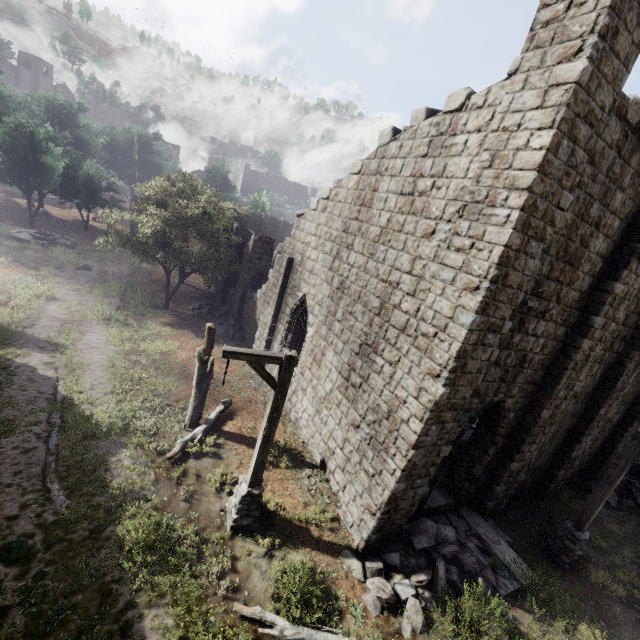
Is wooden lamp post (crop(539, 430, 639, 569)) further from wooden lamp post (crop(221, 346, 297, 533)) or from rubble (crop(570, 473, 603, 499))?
wooden lamp post (crop(221, 346, 297, 533))

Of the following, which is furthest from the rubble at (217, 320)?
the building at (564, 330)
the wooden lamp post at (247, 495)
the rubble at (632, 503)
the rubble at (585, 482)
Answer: the rubble at (632, 503)

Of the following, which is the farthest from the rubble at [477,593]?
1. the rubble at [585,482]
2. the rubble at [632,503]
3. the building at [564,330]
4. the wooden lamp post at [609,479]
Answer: the rubble at [632,503]

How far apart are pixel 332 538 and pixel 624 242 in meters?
10.8 m

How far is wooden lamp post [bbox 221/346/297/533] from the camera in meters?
6.5

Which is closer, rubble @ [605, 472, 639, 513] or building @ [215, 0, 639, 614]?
building @ [215, 0, 639, 614]

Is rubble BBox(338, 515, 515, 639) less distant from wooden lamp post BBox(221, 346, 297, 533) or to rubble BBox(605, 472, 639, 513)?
wooden lamp post BBox(221, 346, 297, 533)

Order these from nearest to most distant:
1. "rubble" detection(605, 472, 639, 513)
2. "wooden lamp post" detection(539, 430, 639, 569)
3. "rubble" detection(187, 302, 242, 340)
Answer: "wooden lamp post" detection(539, 430, 639, 569) < "rubble" detection(605, 472, 639, 513) < "rubble" detection(187, 302, 242, 340)
